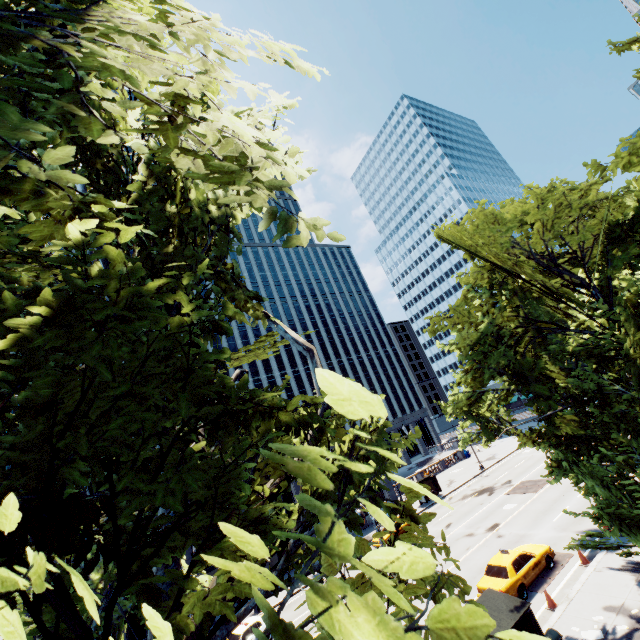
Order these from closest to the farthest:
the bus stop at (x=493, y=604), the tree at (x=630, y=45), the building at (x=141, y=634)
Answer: the tree at (x=630, y=45)
the bus stop at (x=493, y=604)
the building at (x=141, y=634)

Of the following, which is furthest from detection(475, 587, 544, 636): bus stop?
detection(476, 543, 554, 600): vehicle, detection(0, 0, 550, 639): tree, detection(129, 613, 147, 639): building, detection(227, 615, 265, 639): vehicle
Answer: detection(129, 613, 147, 639): building

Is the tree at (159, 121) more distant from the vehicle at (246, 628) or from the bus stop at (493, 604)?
the vehicle at (246, 628)

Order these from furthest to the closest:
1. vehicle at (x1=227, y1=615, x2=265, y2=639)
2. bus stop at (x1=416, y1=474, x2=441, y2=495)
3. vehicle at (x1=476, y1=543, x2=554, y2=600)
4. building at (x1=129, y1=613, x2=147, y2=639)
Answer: bus stop at (x1=416, y1=474, x2=441, y2=495)
building at (x1=129, y1=613, x2=147, y2=639)
vehicle at (x1=227, y1=615, x2=265, y2=639)
vehicle at (x1=476, y1=543, x2=554, y2=600)

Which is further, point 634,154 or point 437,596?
point 634,154

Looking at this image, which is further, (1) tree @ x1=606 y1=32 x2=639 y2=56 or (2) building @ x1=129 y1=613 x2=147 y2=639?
(2) building @ x1=129 y1=613 x2=147 y2=639

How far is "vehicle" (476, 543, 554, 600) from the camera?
15.9 meters

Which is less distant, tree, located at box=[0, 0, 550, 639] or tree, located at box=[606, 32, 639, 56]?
tree, located at box=[0, 0, 550, 639]
